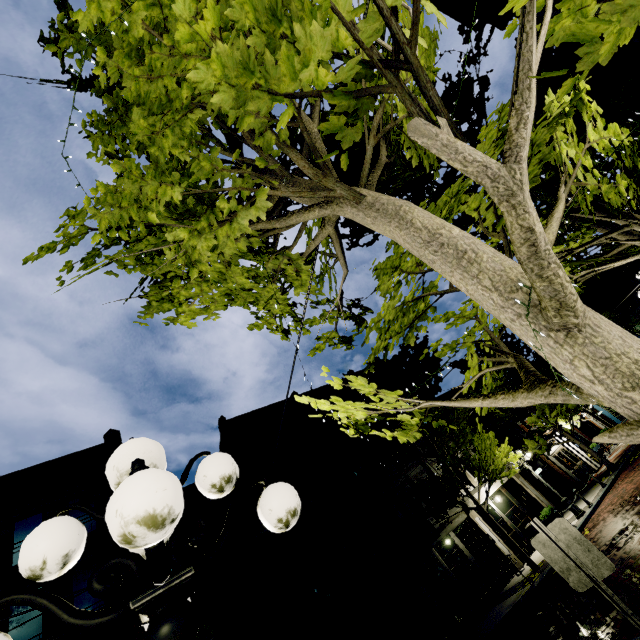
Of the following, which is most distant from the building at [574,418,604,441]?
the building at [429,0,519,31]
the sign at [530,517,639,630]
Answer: the sign at [530,517,639,630]

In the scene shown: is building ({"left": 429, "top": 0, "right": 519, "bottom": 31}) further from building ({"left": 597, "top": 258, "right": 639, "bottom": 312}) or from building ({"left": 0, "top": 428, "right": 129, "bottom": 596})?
building ({"left": 0, "top": 428, "right": 129, "bottom": 596})

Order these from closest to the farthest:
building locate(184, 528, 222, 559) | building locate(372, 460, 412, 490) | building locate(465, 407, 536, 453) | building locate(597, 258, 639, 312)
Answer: building locate(184, 528, 222, 559), building locate(372, 460, 412, 490), building locate(465, 407, 536, 453), building locate(597, 258, 639, 312)

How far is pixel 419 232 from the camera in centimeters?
200cm

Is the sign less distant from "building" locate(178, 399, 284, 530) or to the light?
the light

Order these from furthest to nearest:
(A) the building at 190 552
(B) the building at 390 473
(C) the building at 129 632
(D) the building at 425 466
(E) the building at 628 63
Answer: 1. (D) the building at 425 466
2. (B) the building at 390 473
3. (A) the building at 190 552
4. (C) the building at 129 632
5. (E) the building at 628 63

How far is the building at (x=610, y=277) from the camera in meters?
37.9 m
